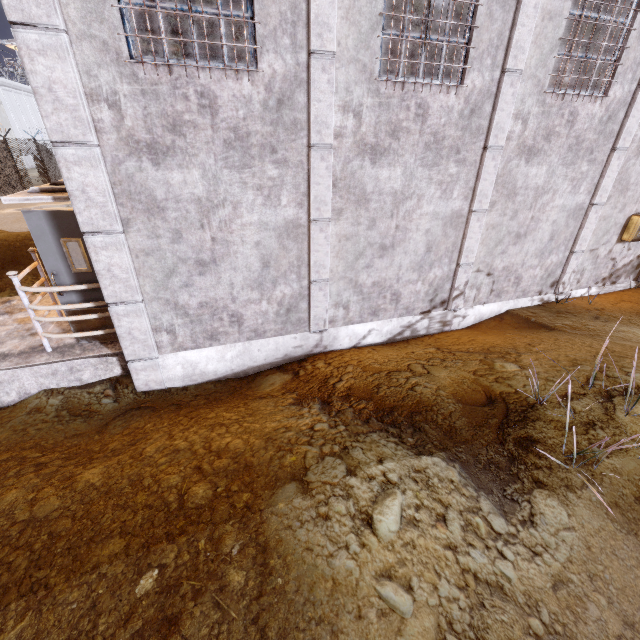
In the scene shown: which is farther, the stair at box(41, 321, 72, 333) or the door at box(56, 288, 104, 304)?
the stair at box(41, 321, 72, 333)

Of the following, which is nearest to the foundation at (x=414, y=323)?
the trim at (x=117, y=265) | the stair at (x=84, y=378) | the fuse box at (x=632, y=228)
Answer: the trim at (x=117, y=265)

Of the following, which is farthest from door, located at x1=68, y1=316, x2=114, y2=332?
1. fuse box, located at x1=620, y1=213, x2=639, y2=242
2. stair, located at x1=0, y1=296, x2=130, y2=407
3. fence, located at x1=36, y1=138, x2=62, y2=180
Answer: fuse box, located at x1=620, y1=213, x2=639, y2=242

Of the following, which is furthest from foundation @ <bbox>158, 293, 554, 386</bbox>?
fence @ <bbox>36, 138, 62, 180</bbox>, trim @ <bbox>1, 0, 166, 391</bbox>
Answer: fence @ <bbox>36, 138, 62, 180</bbox>

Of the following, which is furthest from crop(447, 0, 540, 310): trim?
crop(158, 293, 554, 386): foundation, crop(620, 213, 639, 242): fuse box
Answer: crop(620, 213, 639, 242): fuse box

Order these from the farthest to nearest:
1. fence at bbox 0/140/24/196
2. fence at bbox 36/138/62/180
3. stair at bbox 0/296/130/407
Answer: fence at bbox 36/138/62/180 → fence at bbox 0/140/24/196 → stair at bbox 0/296/130/407

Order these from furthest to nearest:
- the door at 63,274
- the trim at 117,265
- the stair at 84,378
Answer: the stair at 84,378 < the door at 63,274 < the trim at 117,265

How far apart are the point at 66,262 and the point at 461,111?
6.40m
